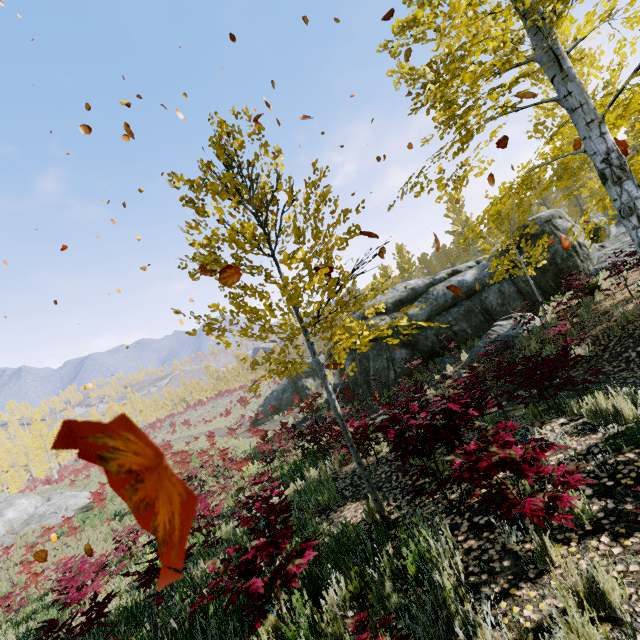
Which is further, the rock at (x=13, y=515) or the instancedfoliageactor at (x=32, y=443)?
the instancedfoliageactor at (x=32, y=443)

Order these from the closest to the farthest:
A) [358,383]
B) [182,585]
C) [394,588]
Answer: [394,588] → [182,585] → [358,383]

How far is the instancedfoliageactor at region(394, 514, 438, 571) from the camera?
3.15m

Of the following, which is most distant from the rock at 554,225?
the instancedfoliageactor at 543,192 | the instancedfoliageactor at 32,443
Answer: the instancedfoliageactor at 543,192

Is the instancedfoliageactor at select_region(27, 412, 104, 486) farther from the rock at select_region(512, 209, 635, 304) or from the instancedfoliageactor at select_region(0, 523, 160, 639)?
the instancedfoliageactor at select_region(0, 523, 160, 639)

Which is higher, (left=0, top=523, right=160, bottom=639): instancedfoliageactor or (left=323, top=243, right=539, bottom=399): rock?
(left=323, top=243, right=539, bottom=399): rock

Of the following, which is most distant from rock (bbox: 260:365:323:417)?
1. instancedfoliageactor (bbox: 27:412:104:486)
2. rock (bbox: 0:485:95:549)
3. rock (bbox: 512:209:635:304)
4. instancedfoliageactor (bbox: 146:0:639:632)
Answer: rock (bbox: 0:485:95:549)
